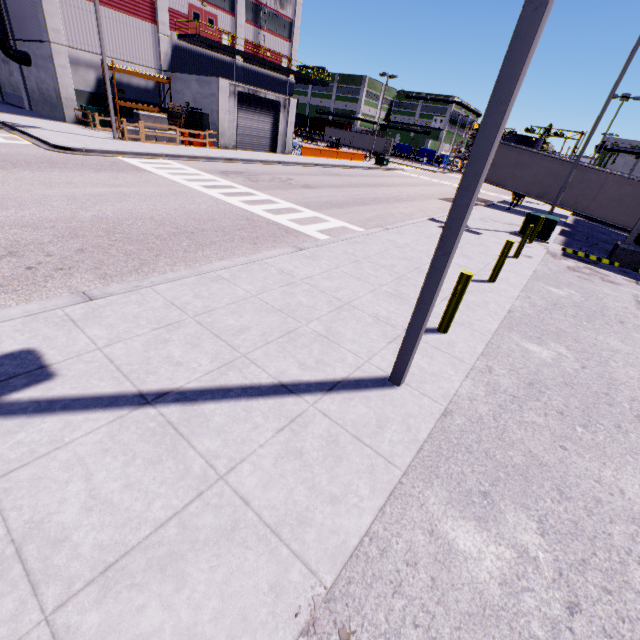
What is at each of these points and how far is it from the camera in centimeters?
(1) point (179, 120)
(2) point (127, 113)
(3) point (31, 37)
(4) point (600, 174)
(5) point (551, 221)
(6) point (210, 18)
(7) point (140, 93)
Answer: (1) pallet, 2542cm
(2) building, 2778cm
(3) building, 2423cm
(4) semi trailer, 2016cm
(5) electrical box, 1476cm
(6) door, 2944cm
(7) building, 2778cm

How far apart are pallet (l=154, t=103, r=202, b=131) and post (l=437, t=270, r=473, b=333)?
28.0m

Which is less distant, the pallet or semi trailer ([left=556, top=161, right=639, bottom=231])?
semi trailer ([left=556, top=161, right=639, bottom=231])

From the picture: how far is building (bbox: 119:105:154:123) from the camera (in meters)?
27.37

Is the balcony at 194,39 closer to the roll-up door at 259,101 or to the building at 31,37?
the building at 31,37

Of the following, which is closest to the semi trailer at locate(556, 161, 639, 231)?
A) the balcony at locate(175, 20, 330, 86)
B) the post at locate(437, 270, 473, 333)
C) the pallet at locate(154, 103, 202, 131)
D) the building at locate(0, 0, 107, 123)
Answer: the building at locate(0, 0, 107, 123)

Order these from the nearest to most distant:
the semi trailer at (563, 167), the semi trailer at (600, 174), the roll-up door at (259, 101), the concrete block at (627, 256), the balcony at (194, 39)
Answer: the concrete block at (627, 256)
the semi trailer at (600, 174)
the semi trailer at (563, 167)
the balcony at (194, 39)
the roll-up door at (259, 101)

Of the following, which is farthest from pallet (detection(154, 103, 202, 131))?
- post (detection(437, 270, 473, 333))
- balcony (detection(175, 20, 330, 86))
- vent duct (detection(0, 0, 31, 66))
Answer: post (detection(437, 270, 473, 333))
